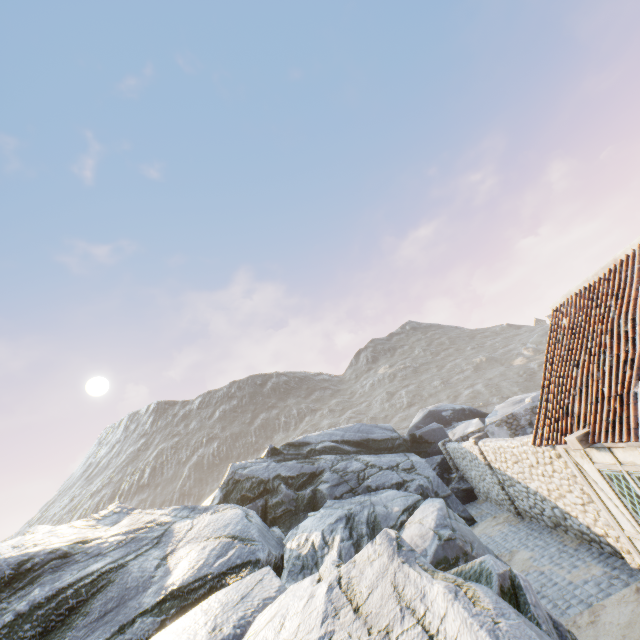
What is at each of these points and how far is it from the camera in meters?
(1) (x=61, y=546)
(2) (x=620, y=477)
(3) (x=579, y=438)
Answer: (1) rock, 9.7 m
(2) building, 6.1 m
(3) wooden beam, 6.4 m

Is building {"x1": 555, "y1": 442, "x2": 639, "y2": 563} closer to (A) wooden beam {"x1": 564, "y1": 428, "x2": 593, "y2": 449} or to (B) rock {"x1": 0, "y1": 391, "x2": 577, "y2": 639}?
(A) wooden beam {"x1": 564, "y1": 428, "x2": 593, "y2": 449}

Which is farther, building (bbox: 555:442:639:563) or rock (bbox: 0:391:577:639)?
building (bbox: 555:442:639:563)

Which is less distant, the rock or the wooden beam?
the rock

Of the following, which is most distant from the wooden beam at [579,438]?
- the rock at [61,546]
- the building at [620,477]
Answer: the rock at [61,546]

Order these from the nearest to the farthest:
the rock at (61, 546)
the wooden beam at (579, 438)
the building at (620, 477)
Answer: the rock at (61, 546) < the building at (620, 477) < the wooden beam at (579, 438)

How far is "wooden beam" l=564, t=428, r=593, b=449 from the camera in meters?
6.4

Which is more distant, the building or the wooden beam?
the wooden beam
